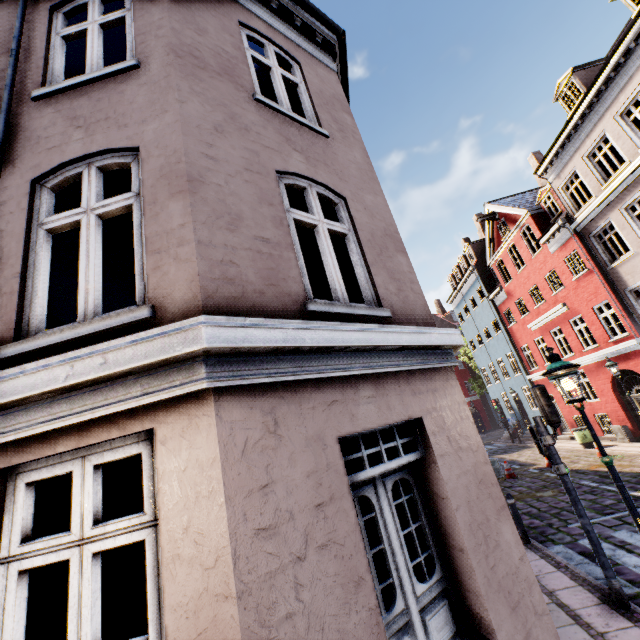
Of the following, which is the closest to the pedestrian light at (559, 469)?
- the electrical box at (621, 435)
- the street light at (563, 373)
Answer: the street light at (563, 373)

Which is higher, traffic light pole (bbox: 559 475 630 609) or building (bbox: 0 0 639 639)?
building (bbox: 0 0 639 639)

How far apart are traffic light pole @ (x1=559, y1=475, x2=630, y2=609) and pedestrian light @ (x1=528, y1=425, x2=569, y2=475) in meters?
0.0 m

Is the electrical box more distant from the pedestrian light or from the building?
the pedestrian light

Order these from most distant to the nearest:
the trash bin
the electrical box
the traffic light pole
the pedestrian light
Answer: the trash bin, the electrical box, the pedestrian light, the traffic light pole

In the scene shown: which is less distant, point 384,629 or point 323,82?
point 384,629

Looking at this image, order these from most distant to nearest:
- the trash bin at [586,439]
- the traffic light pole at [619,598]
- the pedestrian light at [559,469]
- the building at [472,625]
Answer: the trash bin at [586,439]
the pedestrian light at [559,469]
the traffic light pole at [619,598]
the building at [472,625]

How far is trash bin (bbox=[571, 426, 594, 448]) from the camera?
16.6m
